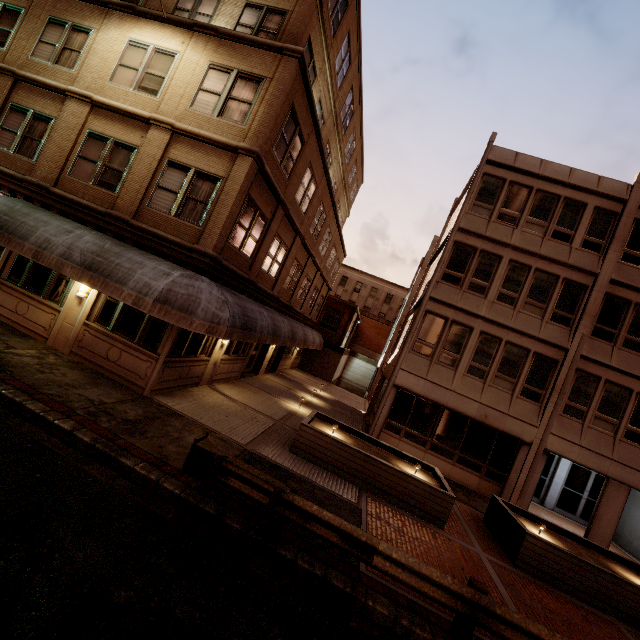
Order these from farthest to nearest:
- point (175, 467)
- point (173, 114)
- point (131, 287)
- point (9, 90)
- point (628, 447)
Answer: point (628, 447)
point (9, 90)
point (173, 114)
point (131, 287)
point (175, 467)

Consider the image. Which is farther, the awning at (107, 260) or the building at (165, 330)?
the building at (165, 330)

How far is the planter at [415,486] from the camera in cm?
935

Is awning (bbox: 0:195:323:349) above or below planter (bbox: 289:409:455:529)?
above

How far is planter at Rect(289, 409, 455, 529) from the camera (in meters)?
9.35

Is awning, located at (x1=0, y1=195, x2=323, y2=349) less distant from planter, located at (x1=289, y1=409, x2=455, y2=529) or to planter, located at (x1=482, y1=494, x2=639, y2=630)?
planter, located at (x1=289, y1=409, x2=455, y2=529)

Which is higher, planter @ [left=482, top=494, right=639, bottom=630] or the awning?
the awning

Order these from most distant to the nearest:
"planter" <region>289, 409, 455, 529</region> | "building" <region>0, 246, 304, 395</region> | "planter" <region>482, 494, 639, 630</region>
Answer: "building" <region>0, 246, 304, 395</region> < "planter" <region>289, 409, 455, 529</region> < "planter" <region>482, 494, 639, 630</region>
